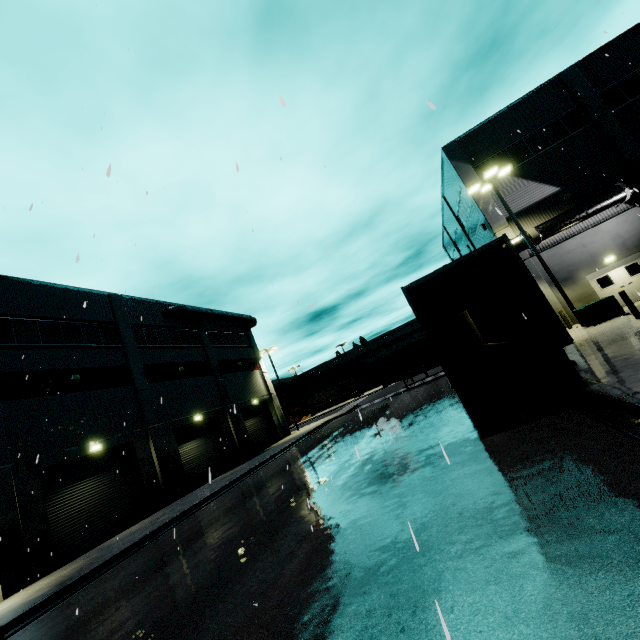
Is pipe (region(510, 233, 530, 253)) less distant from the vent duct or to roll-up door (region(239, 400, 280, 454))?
roll-up door (region(239, 400, 280, 454))

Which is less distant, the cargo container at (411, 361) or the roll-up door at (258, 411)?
the cargo container at (411, 361)

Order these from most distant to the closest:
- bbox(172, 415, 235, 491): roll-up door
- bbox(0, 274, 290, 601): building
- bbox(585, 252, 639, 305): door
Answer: bbox(172, 415, 235, 491): roll-up door < bbox(585, 252, 639, 305): door < bbox(0, 274, 290, 601): building

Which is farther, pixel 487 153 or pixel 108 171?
pixel 487 153

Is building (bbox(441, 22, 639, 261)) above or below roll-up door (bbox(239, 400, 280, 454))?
above

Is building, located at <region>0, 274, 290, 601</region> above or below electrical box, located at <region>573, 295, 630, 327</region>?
above

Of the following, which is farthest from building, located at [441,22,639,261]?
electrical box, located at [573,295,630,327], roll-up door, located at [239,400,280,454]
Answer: electrical box, located at [573,295,630,327]

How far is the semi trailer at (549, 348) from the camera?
7.46m
